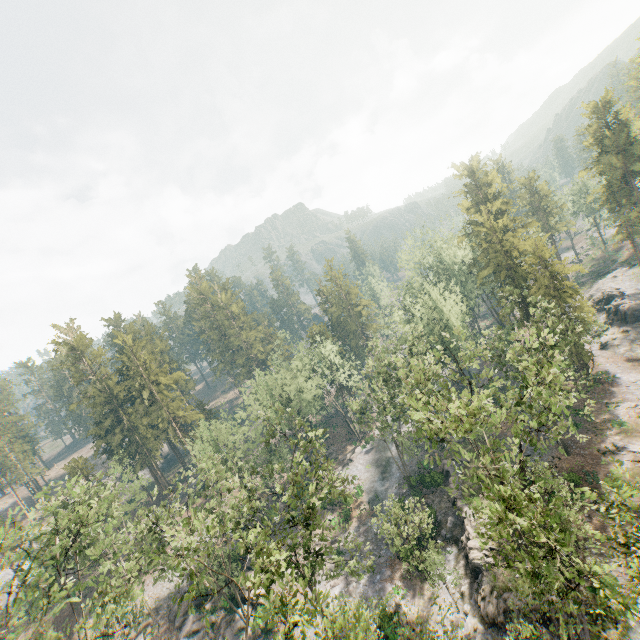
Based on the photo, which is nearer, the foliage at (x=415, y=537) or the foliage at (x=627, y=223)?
the foliage at (x=415, y=537)

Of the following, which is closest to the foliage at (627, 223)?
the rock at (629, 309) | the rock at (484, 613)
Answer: the rock at (484, 613)

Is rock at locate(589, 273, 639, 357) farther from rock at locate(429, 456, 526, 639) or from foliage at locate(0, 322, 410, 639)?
rock at locate(429, 456, 526, 639)

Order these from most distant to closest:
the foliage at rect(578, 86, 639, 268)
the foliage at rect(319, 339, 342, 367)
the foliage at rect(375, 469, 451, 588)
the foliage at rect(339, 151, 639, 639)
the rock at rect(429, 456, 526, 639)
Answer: the foliage at rect(319, 339, 342, 367)
the foliage at rect(578, 86, 639, 268)
the foliage at rect(375, 469, 451, 588)
the rock at rect(429, 456, 526, 639)
the foliage at rect(339, 151, 639, 639)

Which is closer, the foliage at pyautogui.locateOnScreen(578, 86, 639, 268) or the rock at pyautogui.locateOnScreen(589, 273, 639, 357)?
the rock at pyautogui.locateOnScreen(589, 273, 639, 357)

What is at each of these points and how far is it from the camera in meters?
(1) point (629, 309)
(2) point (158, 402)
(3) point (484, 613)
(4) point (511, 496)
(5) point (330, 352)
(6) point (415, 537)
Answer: (1) rock, 46.7
(2) foliage, 55.8
(3) rock, 25.2
(4) foliage, 13.8
(5) foliage, 56.8
(6) foliage, 28.7
